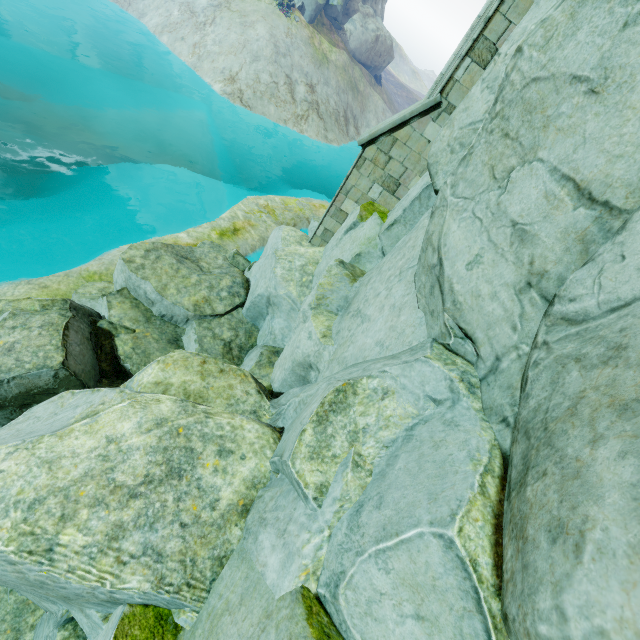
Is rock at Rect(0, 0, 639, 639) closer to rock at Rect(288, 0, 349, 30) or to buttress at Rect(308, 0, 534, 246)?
buttress at Rect(308, 0, 534, 246)

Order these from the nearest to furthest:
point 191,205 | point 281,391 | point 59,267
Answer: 1. point 281,391
2. point 59,267
3. point 191,205

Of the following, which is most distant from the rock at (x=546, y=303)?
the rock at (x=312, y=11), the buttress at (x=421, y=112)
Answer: the rock at (x=312, y=11)

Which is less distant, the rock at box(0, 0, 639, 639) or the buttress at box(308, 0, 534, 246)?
the rock at box(0, 0, 639, 639)

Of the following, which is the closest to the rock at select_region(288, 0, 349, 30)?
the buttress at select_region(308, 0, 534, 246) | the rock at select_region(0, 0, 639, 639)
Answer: the rock at select_region(0, 0, 639, 639)

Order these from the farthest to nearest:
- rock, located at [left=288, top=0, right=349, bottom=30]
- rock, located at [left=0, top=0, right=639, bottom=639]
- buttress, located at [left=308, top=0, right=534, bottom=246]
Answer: rock, located at [left=288, top=0, right=349, bottom=30], buttress, located at [left=308, top=0, right=534, bottom=246], rock, located at [left=0, top=0, right=639, bottom=639]
